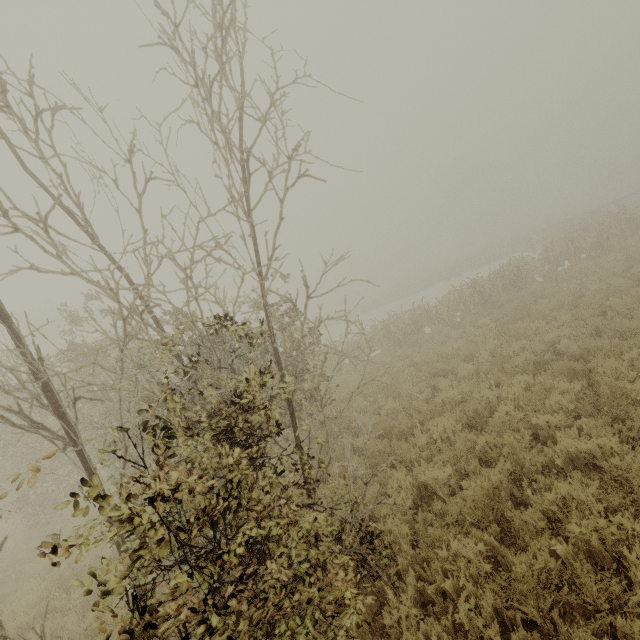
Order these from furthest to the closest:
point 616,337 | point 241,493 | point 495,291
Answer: point 495,291, point 616,337, point 241,493
